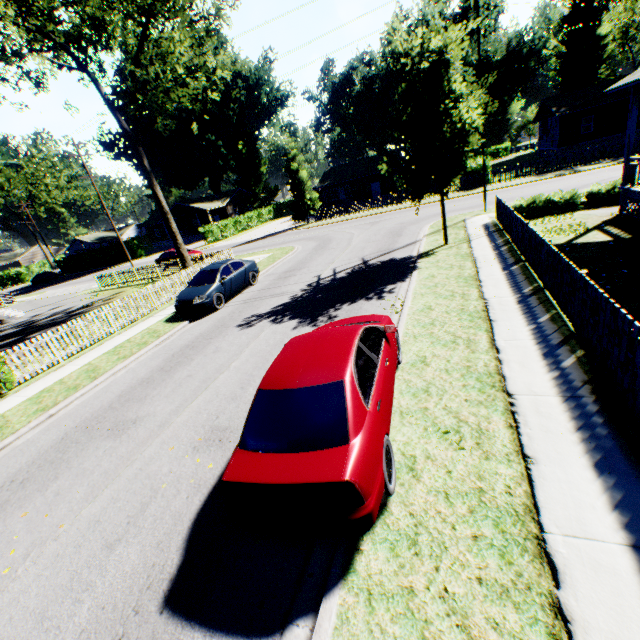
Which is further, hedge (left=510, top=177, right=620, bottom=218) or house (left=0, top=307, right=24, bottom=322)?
house (left=0, top=307, right=24, bottom=322)

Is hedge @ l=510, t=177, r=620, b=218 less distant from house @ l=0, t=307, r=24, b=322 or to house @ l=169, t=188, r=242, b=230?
house @ l=0, t=307, r=24, b=322

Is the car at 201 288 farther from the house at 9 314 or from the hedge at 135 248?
the hedge at 135 248

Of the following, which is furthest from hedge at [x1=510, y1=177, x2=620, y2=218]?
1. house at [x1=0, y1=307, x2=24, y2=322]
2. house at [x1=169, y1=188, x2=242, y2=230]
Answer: house at [x1=169, y1=188, x2=242, y2=230]

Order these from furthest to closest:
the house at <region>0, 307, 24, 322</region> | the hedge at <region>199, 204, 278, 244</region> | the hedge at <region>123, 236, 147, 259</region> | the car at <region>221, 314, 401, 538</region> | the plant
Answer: the plant → the hedge at <region>123, 236, 147, 259</region> → the hedge at <region>199, 204, 278, 244</region> → the house at <region>0, 307, 24, 322</region> → the car at <region>221, 314, 401, 538</region>

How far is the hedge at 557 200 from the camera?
14.24m

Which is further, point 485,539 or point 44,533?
point 44,533

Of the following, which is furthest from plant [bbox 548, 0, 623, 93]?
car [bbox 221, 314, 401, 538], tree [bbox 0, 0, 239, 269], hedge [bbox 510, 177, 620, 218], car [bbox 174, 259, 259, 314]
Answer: car [bbox 221, 314, 401, 538]
